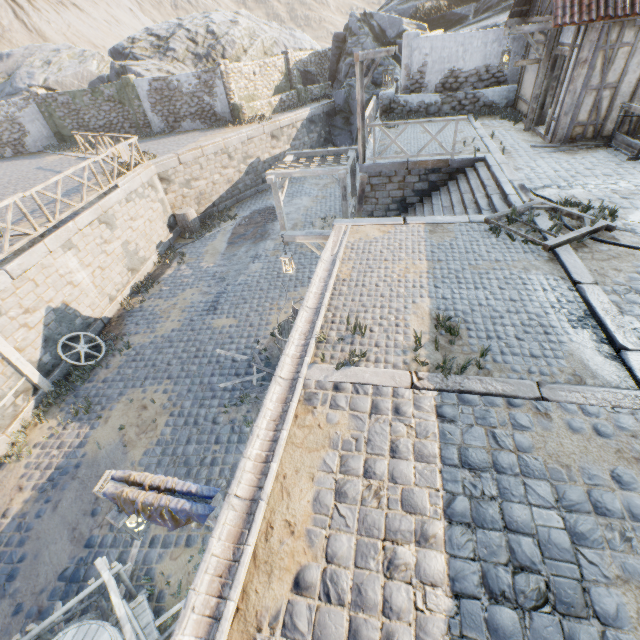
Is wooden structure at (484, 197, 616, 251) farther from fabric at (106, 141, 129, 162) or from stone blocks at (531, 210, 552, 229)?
fabric at (106, 141, 129, 162)

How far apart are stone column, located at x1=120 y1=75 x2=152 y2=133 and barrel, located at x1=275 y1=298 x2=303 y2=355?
20.7 meters

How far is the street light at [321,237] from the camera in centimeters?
815cm

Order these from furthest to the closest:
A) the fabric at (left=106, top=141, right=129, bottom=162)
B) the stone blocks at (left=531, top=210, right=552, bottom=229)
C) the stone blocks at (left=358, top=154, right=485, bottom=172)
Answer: the fabric at (left=106, top=141, right=129, bottom=162)
the stone blocks at (left=358, top=154, right=485, bottom=172)
the stone blocks at (left=531, top=210, right=552, bottom=229)

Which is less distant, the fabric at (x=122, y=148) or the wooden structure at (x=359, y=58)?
the wooden structure at (x=359, y=58)

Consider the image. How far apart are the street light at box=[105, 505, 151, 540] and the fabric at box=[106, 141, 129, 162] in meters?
13.1

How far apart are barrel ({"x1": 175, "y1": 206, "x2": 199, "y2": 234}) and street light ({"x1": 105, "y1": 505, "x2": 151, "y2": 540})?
14.36m

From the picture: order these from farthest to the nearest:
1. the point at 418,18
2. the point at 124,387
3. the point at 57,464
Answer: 1. the point at 418,18
2. the point at 124,387
3. the point at 57,464
